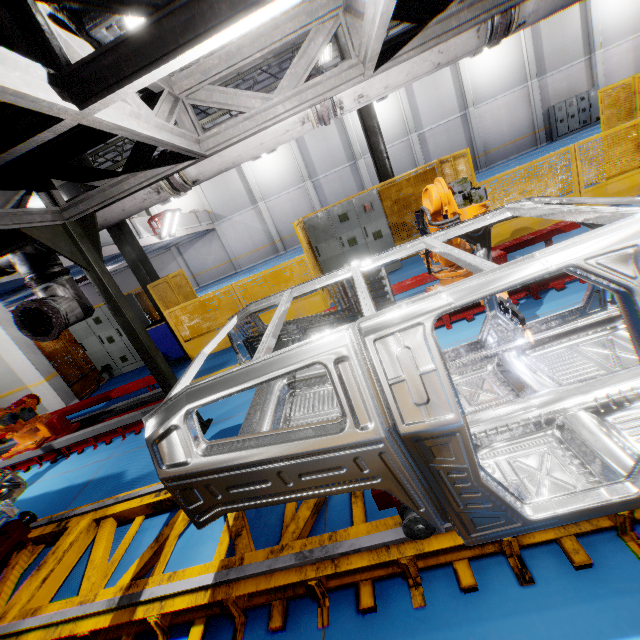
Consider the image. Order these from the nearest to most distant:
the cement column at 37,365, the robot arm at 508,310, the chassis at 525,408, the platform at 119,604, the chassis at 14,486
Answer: the chassis at 525,408
the platform at 119,604
the robot arm at 508,310
the chassis at 14,486
the cement column at 37,365

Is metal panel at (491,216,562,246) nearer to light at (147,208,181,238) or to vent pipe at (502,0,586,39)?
vent pipe at (502,0,586,39)

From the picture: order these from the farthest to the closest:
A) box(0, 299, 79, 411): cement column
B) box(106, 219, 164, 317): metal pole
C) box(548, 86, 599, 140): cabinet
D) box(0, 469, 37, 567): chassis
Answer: box(548, 86, 599, 140): cabinet, box(106, 219, 164, 317): metal pole, box(0, 299, 79, 411): cement column, box(0, 469, 37, 567): chassis

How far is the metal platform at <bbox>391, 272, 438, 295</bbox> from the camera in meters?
5.6 m

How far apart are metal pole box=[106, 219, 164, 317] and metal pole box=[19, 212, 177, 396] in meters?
5.0

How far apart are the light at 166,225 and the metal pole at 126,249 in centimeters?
801cm

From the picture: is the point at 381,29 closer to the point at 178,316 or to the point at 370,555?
the point at 370,555

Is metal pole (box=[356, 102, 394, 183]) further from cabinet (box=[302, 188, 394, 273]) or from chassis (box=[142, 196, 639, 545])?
chassis (box=[142, 196, 639, 545])
